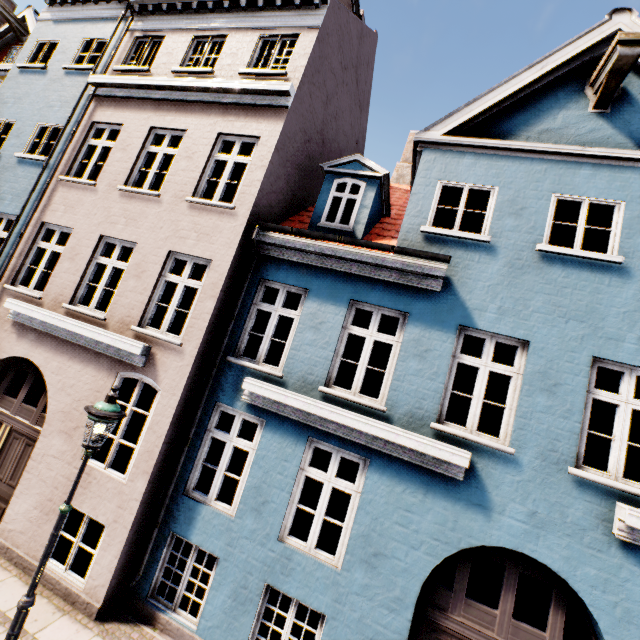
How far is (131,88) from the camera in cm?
829

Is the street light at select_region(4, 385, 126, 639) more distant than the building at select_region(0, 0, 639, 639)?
No

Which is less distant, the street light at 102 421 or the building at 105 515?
the street light at 102 421
